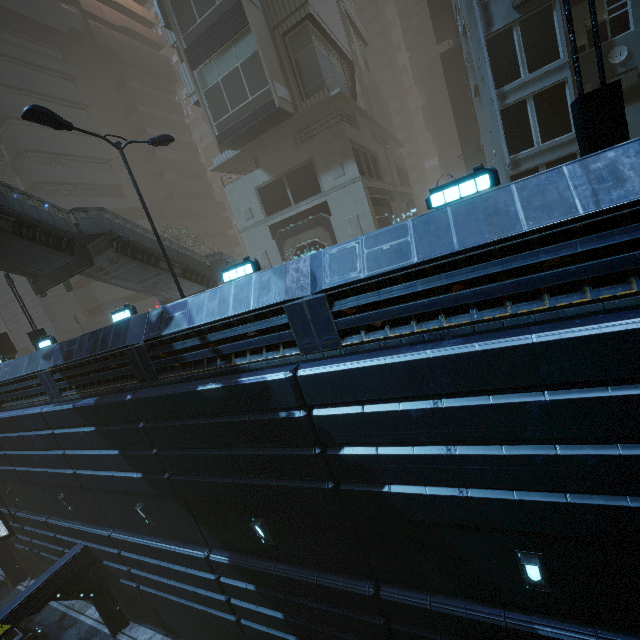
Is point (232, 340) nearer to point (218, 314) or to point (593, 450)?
point (218, 314)

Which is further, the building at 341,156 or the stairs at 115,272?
the stairs at 115,272

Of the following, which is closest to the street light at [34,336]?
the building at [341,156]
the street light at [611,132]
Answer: the building at [341,156]

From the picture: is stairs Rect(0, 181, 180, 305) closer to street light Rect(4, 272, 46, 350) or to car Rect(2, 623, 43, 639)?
street light Rect(4, 272, 46, 350)

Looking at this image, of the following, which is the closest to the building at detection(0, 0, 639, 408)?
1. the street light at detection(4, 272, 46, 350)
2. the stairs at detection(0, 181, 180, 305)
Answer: the street light at detection(4, 272, 46, 350)

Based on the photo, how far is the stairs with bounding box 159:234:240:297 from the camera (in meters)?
17.59

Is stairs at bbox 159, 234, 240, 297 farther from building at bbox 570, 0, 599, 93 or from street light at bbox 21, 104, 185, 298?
street light at bbox 21, 104, 185, 298

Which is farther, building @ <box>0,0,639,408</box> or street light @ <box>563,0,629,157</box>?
street light @ <box>563,0,629,157</box>
